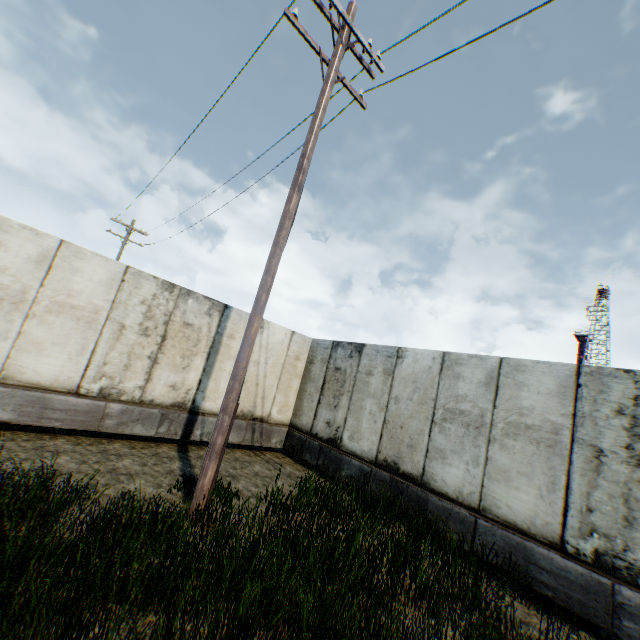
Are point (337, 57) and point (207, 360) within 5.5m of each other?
no
